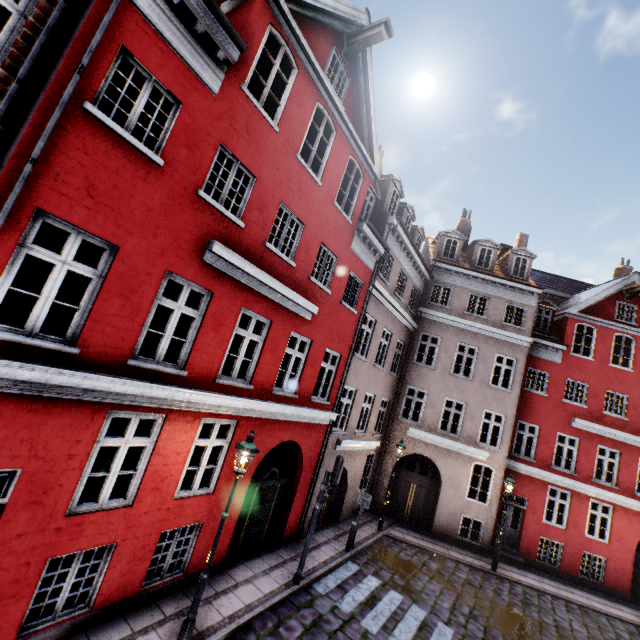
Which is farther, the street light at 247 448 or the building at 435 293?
the street light at 247 448

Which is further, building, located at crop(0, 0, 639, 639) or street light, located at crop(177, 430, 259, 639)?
street light, located at crop(177, 430, 259, 639)

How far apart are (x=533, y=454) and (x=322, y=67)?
19.2m
